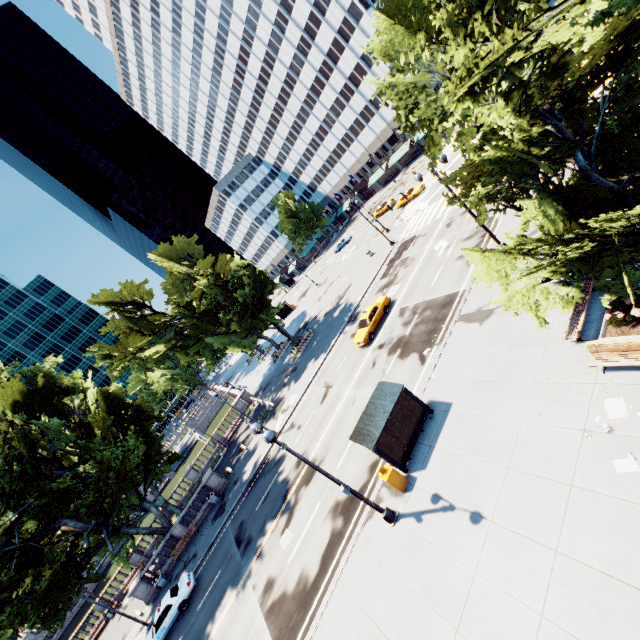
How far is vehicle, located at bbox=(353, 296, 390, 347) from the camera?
27.0 meters

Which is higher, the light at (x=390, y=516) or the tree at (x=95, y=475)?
the tree at (x=95, y=475)

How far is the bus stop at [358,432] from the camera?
14.5m

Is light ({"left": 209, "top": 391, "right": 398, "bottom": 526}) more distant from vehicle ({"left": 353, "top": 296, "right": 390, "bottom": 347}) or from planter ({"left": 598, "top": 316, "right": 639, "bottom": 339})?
vehicle ({"left": 353, "top": 296, "right": 390, "bottom": 347})

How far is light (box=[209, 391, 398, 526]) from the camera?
11.1 meters

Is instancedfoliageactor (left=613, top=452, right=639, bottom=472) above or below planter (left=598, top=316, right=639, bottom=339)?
below

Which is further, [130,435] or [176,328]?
[176,328]

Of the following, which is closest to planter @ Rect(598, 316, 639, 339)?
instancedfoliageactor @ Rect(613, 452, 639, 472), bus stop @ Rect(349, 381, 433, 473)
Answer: instancedfoliageactor @ Rect(613, 452, 639, 472)
